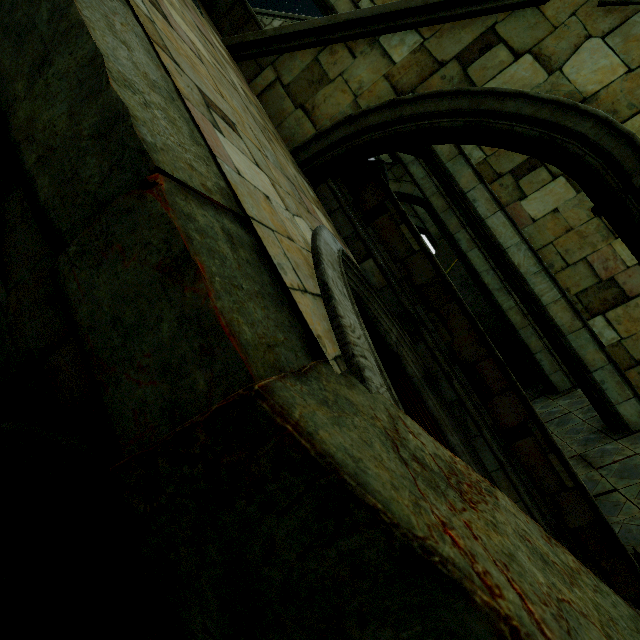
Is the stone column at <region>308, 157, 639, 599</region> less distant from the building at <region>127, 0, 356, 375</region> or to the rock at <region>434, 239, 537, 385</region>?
the building at <region>127, 0, 356, 375</region>

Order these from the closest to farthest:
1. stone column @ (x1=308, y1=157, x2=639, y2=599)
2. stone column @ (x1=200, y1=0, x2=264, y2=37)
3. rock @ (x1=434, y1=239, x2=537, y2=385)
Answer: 1. stone column @ (x1=308, y1=157, x2=639, y2=599)
2. stone column @ (x1=200, y1=0, x2=264, y2=37)
3. rock @ (x1=434, y1=239, x2=537, y2=385)

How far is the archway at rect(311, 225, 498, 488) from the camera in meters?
1.7 m

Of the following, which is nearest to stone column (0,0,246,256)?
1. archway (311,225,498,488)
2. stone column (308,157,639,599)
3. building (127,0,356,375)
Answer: building (127,0,356,375)

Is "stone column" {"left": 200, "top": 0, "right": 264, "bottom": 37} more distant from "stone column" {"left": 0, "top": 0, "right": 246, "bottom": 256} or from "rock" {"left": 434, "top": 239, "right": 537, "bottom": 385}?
"stone column" {"left": 0, "top": 0, "right": 246, "bottom": 256}

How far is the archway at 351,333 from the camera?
1.68m

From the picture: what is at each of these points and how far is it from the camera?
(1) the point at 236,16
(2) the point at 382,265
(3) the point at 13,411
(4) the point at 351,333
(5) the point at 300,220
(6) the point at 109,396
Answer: (1) stone column, 6.0m
(2) stone column, 4.9m
(3) building, 1.5m
(4) archway, 1.7m
(5) building, 2.7m
(6) brick, 1.1m

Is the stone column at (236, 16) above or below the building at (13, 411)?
above
